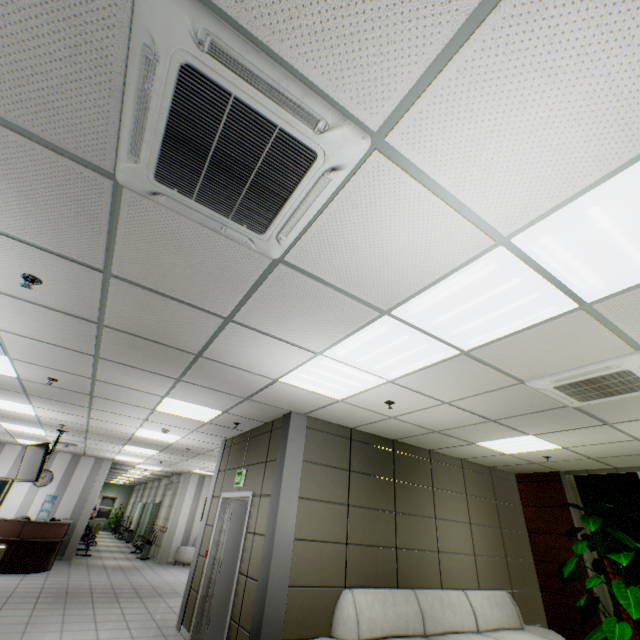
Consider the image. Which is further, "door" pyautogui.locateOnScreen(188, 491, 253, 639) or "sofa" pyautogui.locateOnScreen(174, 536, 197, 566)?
"sofa" pyautogui.locateOnScreen(174, 536, 197, 566)

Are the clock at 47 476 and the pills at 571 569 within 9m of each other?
no

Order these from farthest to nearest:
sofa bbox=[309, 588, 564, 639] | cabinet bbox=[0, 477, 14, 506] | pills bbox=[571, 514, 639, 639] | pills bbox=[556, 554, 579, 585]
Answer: cabinet bbox=[0, 477, 14, 506]
pills bbox=[556, 554, 579, 585]
pills bbox=[571, 514, 639, 639]
sofa bbox=[309, 588, 564, 639]

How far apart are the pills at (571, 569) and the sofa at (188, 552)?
12.23m

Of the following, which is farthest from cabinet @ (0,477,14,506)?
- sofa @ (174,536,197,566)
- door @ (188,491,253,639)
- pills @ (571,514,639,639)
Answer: pills @ (571,514,639,639)

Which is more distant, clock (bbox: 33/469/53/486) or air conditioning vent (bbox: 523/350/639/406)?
clock (bbox: 33/469/53/486)

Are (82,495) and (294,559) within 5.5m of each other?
no

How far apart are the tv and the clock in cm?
478
